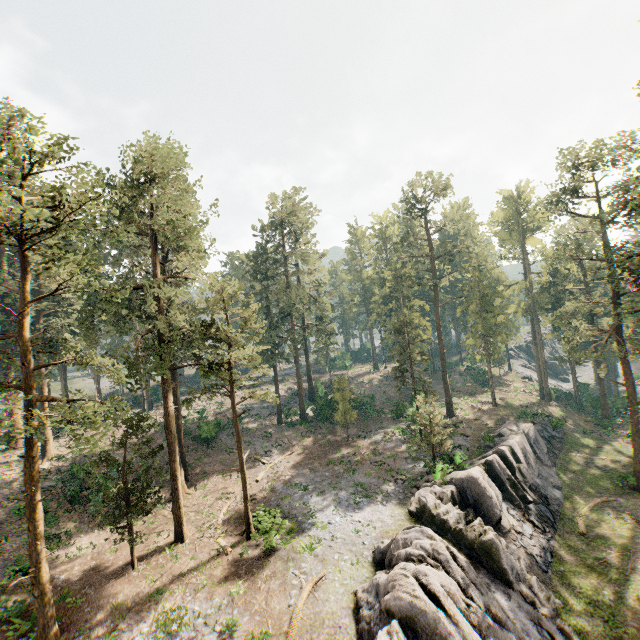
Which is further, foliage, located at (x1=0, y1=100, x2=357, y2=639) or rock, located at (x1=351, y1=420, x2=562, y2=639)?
foliage, located at (x1=0, y1=100, x2=357, y2=639)

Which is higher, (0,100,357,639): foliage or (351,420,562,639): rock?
(0,100,357,639): foliage

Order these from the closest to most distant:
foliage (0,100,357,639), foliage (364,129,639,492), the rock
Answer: the rock
foliage (0,100,357,639)
foliage (364,129,639,492)

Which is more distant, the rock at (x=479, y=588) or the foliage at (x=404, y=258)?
the foliage at (x=404, y=258)

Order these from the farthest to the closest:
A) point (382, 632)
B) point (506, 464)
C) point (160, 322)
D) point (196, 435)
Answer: point (196, 435)
point (506, 464)
point (160, 322)
point (382, 632)

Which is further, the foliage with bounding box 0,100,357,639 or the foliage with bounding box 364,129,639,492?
the foliage with bounding box 364,129,639,492

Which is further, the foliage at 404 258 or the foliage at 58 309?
the foliage at 404 258
